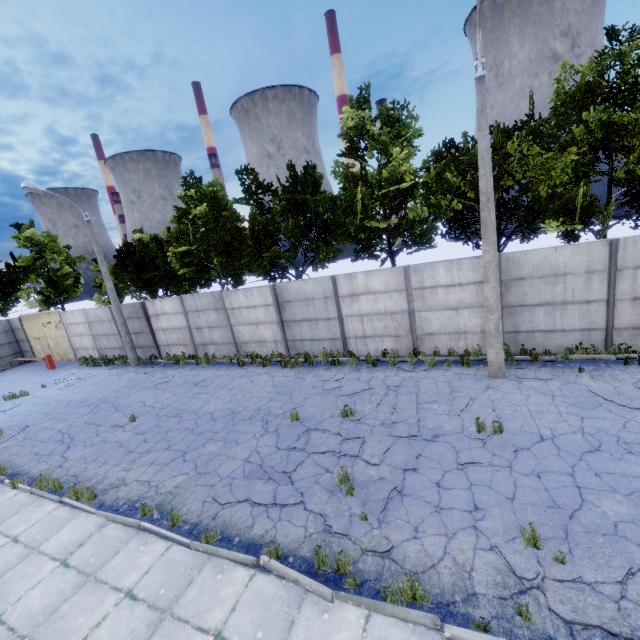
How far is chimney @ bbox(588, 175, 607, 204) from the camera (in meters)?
55.53

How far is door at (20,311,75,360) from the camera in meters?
23.3

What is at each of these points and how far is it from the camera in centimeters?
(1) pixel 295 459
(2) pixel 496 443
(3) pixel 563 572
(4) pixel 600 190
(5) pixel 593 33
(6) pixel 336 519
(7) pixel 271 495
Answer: (1) asphalt debris, 806cm
(2) asphalt debris, 731cm
(3) asphalt debris, 456cm
(4) chimney, 5581cm
(5) chimney, 5622cm
(6) asphalt debris, 608cm
(7) asphalt debris, 700cm

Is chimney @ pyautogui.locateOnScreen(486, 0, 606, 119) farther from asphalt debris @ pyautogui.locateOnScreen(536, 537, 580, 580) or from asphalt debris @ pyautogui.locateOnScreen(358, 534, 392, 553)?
asphalt debris @ pyautogui.locateOnScreen(358, 534, 392, 553)

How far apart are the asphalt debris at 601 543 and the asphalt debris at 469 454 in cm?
107

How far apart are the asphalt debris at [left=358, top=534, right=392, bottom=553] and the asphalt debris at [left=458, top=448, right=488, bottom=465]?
2.3m

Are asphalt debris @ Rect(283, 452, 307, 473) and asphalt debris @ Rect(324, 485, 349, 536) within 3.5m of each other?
yes

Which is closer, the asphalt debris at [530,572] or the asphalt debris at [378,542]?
the asphalt debris at [530,572]
